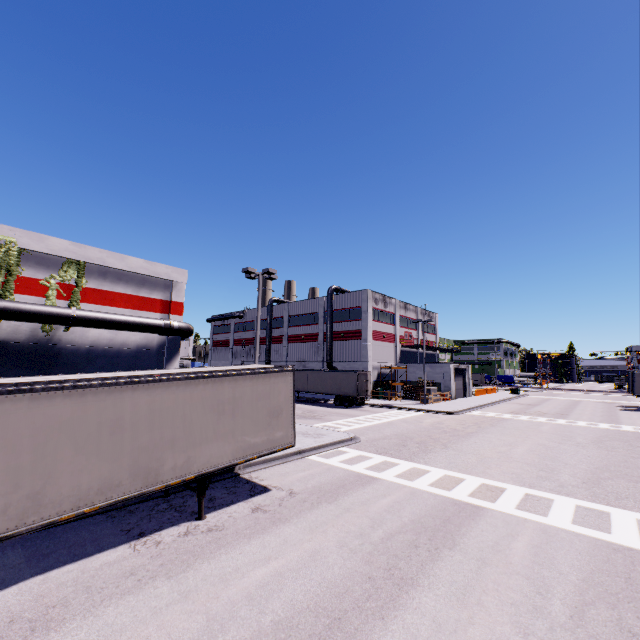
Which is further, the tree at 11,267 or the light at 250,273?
the light at 250,273

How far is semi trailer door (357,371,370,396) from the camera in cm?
3438

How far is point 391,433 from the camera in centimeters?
2128cm

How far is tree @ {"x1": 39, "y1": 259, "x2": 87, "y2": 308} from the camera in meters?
17.9 m

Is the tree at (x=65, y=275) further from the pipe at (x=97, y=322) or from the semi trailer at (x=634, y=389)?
the semi trailer at (x=634, y=389)

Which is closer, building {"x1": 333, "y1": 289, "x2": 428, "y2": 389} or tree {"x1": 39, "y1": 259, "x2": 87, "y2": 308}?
tree {"x1": 39, "y1": 259, "x2": 87, "y2": 308}

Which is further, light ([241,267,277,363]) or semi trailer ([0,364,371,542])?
light ([241,267,277,363])

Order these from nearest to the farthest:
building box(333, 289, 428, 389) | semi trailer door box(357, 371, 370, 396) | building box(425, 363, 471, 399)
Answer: semi trailer door box(357, 371, 370, 396) → building box(425, 363, 471, 399) → building box(333, 289, 428, 389)
